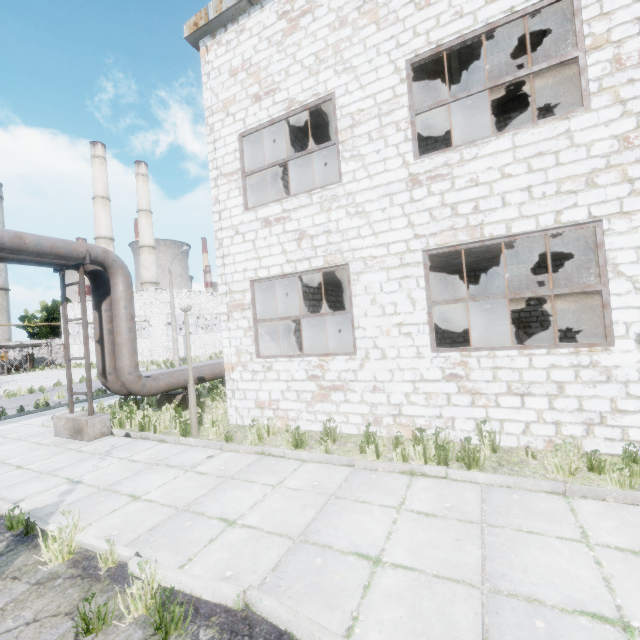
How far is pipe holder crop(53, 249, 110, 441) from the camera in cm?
854

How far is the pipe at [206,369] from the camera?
11.8m

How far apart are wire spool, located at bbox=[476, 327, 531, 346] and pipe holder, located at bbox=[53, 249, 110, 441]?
11.4m

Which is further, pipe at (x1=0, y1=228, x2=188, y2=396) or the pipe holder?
the pipe holder

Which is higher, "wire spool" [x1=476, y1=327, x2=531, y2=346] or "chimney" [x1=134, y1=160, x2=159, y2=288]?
"chimney" [x1=134, y1=160, x2=159, y2=288]

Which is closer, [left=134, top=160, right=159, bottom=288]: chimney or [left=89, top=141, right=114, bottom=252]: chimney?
[left=89, top=141, right=114, bottom=252]: chimney

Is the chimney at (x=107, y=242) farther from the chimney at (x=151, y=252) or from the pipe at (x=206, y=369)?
the pipe at (x=206, y=369)

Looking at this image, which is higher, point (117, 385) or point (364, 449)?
point (117, 385)
